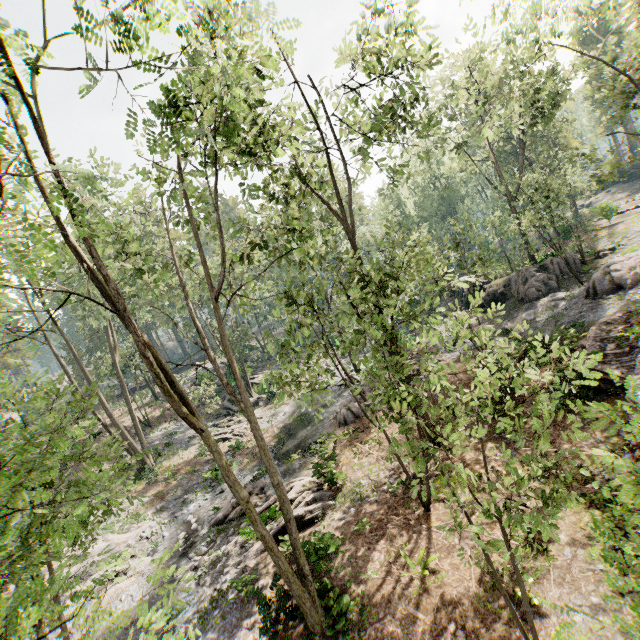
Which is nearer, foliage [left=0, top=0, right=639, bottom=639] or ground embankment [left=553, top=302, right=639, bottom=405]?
foliage [left=0, top=0, right=639, bottom=639]

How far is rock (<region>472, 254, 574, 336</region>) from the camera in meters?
23.0

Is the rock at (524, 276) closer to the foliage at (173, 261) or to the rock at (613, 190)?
the foliage at (173, 261)

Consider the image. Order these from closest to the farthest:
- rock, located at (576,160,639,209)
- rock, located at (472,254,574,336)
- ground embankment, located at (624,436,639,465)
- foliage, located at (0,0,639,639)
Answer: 1. foliage, located at (0,0,639,639)
2. ground embankment, located at (624,436,639,465)
3. rock, located at (472,254,574,336)
4. rock, located at (576,160,639,209)

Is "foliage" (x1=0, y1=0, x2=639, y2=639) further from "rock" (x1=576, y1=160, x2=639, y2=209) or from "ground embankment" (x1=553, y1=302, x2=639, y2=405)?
"rock" (x1=576, y1=160, x2=639, y2=209)

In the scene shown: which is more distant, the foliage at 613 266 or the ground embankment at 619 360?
the foliage at 613 266

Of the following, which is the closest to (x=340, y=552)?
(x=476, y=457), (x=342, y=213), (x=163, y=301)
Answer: (x=476, y=457)
